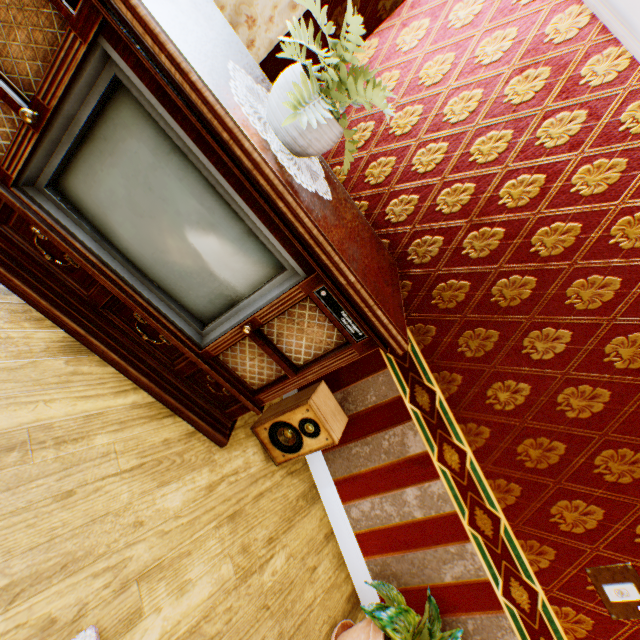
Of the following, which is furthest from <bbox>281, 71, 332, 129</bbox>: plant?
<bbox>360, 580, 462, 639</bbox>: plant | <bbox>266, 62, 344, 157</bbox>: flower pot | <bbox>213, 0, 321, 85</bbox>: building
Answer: <bbox>360, 580, 462, 639</bbox>: plant

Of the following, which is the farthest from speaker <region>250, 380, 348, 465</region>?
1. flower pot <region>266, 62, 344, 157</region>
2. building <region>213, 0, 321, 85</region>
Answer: flower pot <region>266, 62, 344, 157</region>

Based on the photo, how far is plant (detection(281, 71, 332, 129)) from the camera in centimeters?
115cm

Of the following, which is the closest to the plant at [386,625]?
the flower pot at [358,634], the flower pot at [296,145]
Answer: the flower pot at [358,634]

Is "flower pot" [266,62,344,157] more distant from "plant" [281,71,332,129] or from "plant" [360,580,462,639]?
"plant" [360,580,462,639]

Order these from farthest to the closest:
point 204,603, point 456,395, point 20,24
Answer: point 456,395 → point 204,603 → point 20,24

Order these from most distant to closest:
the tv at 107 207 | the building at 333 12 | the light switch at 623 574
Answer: the building at 333 12 < the light switch at 623 574 < the tv at 107 207

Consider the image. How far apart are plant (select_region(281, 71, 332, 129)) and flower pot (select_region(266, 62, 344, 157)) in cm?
4
